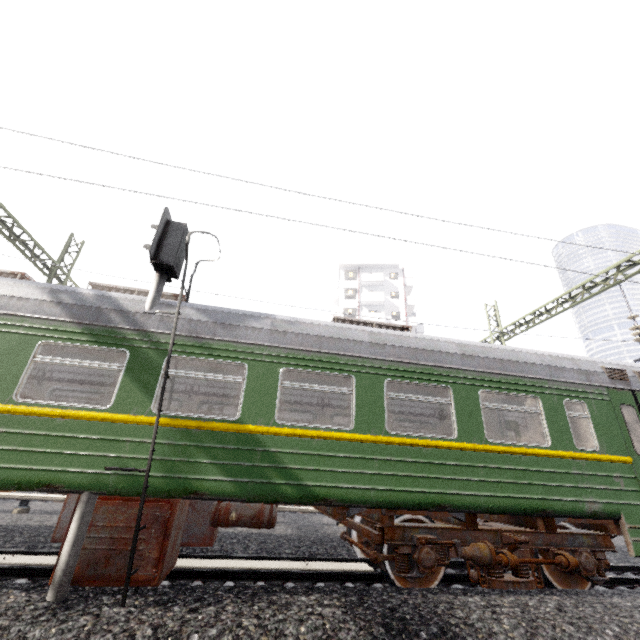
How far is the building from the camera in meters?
41.2

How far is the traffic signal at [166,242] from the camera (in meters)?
4.16

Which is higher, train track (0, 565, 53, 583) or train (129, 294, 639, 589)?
train (129, 294, 639, 589)

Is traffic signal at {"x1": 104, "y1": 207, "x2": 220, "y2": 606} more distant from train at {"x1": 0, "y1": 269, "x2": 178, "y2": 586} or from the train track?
the train track

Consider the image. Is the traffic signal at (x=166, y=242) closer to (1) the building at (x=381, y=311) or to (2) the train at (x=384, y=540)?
(2) the train at (x=384, y=540)

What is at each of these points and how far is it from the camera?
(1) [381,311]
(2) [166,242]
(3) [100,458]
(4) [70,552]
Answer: (1) building, 41.81m
(2) traffic signal, 5.95m
(3) train, 4.43m
(4) traffic signal, 4.00m

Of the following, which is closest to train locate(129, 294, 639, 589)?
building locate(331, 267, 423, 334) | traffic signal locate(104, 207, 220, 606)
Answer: traffic signal locate(104, 207, 220, 606)
